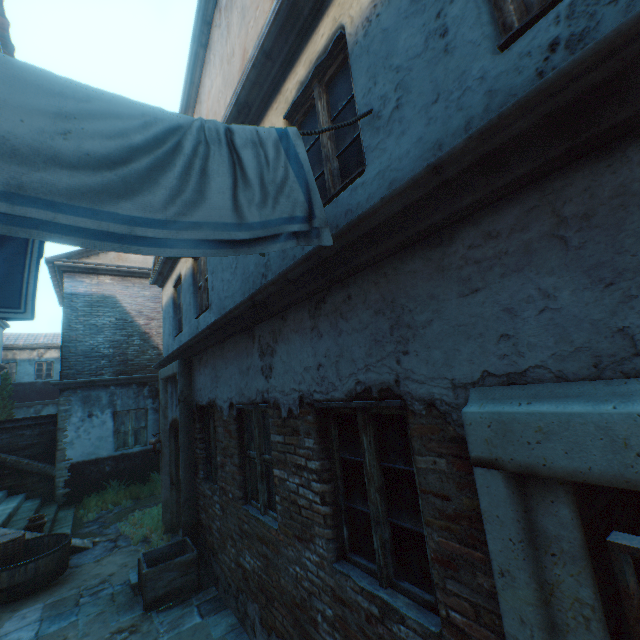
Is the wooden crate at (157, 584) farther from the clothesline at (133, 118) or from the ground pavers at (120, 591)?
the clothesline at (133, 118)

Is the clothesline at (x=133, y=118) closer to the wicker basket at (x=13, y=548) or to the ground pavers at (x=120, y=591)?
the ground pavers at (x=120, y=591)

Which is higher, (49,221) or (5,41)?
(5,41)

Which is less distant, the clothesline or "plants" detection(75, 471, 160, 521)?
the clothesline

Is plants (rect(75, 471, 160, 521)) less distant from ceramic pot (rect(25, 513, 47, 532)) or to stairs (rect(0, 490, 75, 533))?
stairs (rect(0, 490, 75, 533))

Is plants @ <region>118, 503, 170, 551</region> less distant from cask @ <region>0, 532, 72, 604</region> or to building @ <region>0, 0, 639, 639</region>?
building @ <region>0, 0, 639, 639</region>

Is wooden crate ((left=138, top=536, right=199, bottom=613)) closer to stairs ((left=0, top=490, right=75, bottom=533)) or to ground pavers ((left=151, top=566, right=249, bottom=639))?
ground pavers ((left=151, top=566, right=249, bottom=639))

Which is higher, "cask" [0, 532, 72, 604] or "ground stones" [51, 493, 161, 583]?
"cask" [0, 532, 72, 604]
